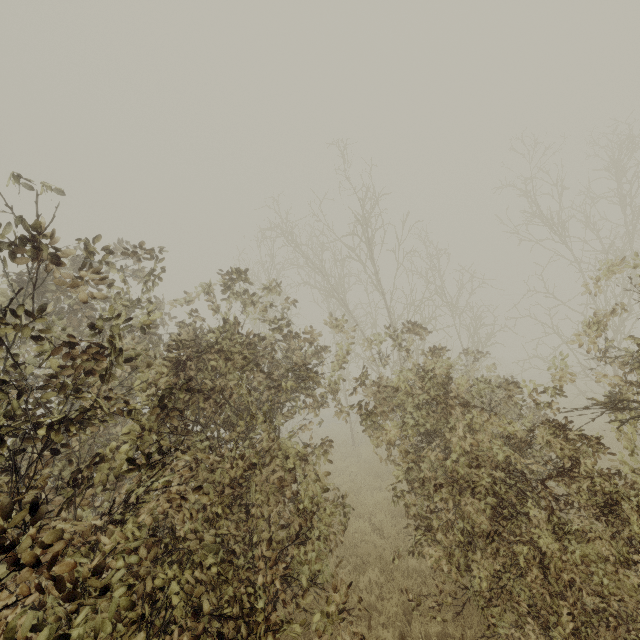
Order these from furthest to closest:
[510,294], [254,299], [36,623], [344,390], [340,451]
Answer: [510,294], [254,299], [340,451], [344,390], [36,623]
